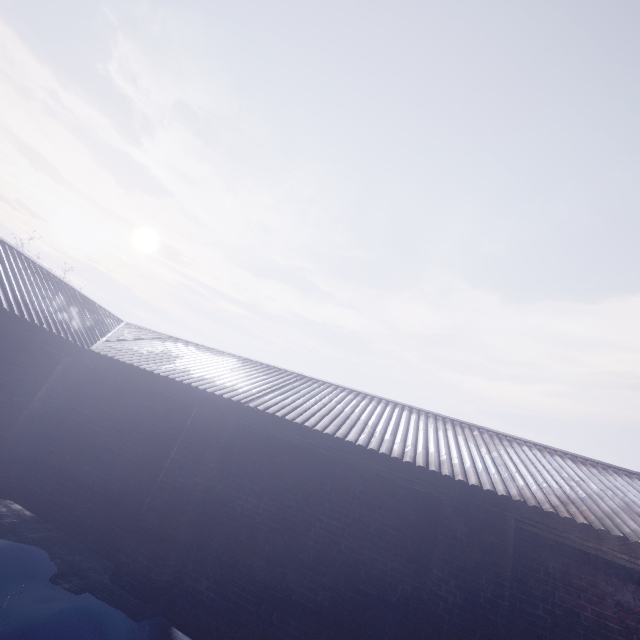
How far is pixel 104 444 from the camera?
4.5m
